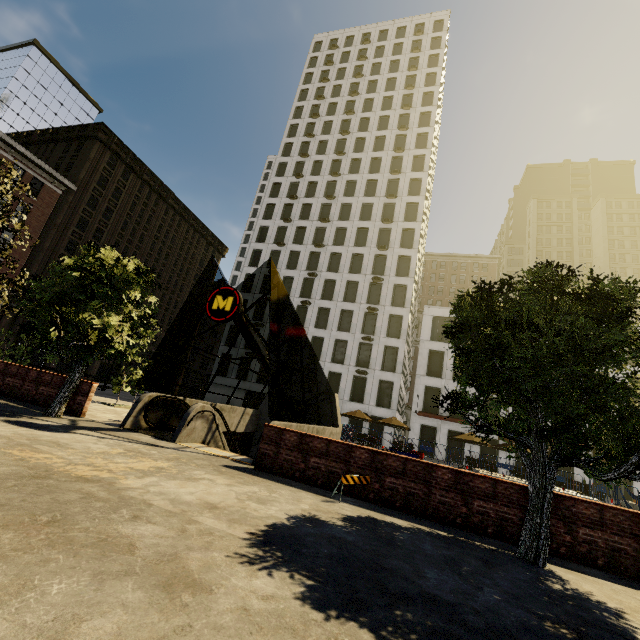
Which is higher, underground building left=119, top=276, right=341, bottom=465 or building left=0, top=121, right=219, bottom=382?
building left=0, top=121, right=219, bottom=382

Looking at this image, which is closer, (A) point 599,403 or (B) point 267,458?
(A) point 599,403

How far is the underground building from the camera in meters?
11.0 m

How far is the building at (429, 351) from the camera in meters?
31.6 m

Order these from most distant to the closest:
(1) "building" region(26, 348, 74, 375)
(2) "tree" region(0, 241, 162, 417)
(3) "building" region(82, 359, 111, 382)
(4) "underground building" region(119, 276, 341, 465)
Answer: (3) "building" region(82, 359, 111, 382)
(1) "building" region(26, 348, 74, 375)
(4) "underground building" region(119, 276, 341, 465)
(2) "tree" region(0, 241, 162, 417)

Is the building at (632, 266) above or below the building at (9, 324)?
above

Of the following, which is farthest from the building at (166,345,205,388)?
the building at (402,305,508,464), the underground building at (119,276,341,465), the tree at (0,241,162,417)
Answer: the underground building at (119,276,341,465)

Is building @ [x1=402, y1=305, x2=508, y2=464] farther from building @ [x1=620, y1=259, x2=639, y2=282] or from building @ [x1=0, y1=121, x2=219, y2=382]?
building @ [x1=620, y1=259, x2=639, y2=282]
